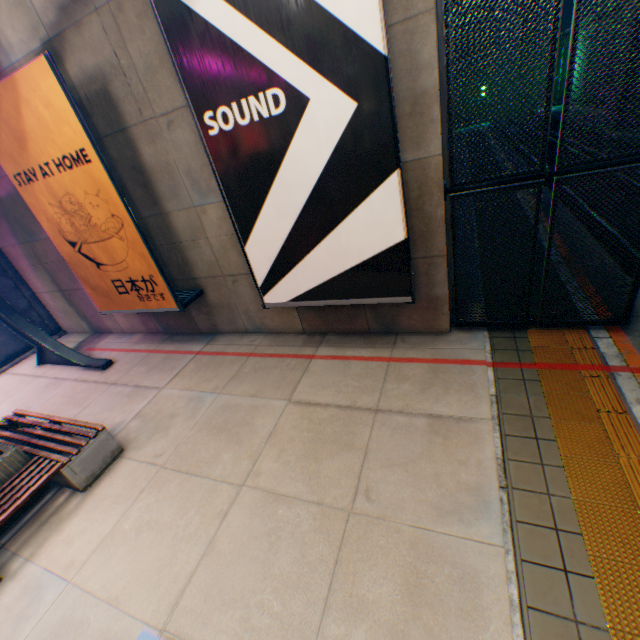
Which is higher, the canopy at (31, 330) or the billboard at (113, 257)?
the billboard at (113, 257)

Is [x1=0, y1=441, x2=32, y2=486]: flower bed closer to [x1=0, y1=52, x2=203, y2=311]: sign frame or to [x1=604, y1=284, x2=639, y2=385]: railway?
[x1=0, y1=52, x2=203, y2=311]: sign frame

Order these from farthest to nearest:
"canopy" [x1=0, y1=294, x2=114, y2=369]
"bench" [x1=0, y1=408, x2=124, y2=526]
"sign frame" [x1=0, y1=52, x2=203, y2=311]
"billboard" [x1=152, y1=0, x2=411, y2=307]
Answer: "canopy" [x1=0, y1=294, x2=114, y2=369], "sign frame" [x1=0, y1=52, x2=203, y2=311], "bench" [x1=0, y1=408, x2=124, y2=526], "billboard" [x1=152, y1=0, x2=411, y2=307]

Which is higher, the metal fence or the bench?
the metal fence

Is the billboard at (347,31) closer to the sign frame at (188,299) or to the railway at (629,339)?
the sign frame at (188,299)

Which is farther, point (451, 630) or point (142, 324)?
point (142, 324)

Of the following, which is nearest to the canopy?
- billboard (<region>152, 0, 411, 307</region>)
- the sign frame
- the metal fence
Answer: the metal fence

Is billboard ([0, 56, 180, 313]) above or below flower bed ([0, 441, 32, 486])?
above
